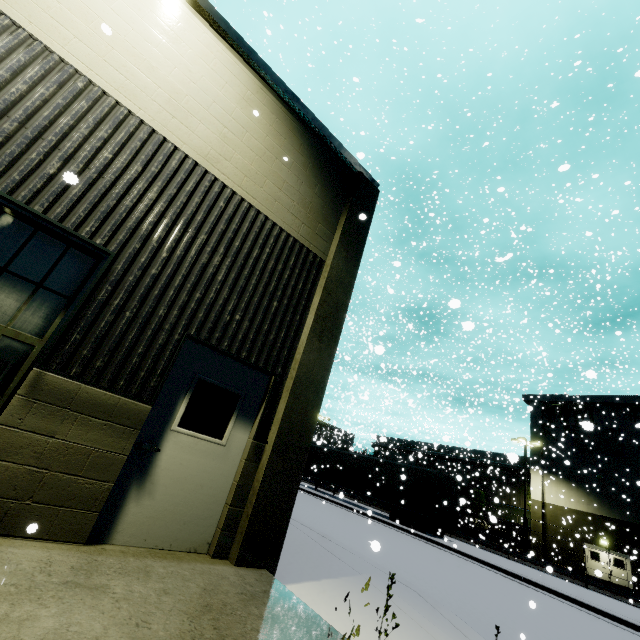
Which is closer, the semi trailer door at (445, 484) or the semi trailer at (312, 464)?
the semi trailer door at (445, 484)

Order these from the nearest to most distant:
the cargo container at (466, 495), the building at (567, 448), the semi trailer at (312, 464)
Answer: the cargo container at (466, 495), the semi trailer at (312, 464), the building at (567, 448)

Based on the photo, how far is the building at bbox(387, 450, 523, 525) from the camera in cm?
3412

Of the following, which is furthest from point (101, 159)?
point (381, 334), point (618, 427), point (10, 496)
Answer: point (618, 427)

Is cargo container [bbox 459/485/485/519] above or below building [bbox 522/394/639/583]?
below

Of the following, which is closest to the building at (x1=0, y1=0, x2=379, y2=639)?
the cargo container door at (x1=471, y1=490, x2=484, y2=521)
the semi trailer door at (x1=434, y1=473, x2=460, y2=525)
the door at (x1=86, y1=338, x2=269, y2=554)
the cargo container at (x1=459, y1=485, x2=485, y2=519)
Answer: the door at (x1=86, y1=338, x2=269, y2=554)

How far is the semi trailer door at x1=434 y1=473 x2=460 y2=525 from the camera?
19.5 meters

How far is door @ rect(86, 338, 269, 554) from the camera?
3.81m
